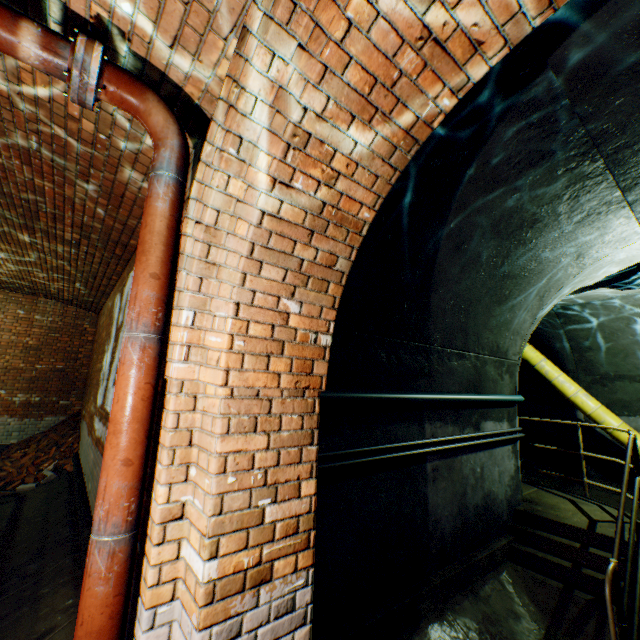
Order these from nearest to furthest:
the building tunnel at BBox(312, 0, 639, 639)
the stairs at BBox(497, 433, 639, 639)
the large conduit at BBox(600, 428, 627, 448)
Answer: the building tunnel at BBox(312, 0, 639, 639)
the stairs at BBox(497, 433, 639, 639)
the large conduit at BBox(600, 428, 627, 448)

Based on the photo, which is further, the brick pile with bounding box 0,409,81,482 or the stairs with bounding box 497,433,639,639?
the brick pile with bounding box 0,409,81,482

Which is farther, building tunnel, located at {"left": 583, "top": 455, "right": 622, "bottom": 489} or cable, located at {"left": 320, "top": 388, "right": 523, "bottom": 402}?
building tunnel, located at {"left": 583, "top": 455, "right": 622, "bottom": 489}

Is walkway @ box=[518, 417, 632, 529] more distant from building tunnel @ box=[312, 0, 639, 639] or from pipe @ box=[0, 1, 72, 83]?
pipe @ box=[0, 1, 72, 83]

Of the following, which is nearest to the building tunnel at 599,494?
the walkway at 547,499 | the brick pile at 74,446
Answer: the walkway at 547,499

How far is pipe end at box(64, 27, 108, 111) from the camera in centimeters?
171cm

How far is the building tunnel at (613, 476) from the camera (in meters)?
7.62

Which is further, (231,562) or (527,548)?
(527,548)
